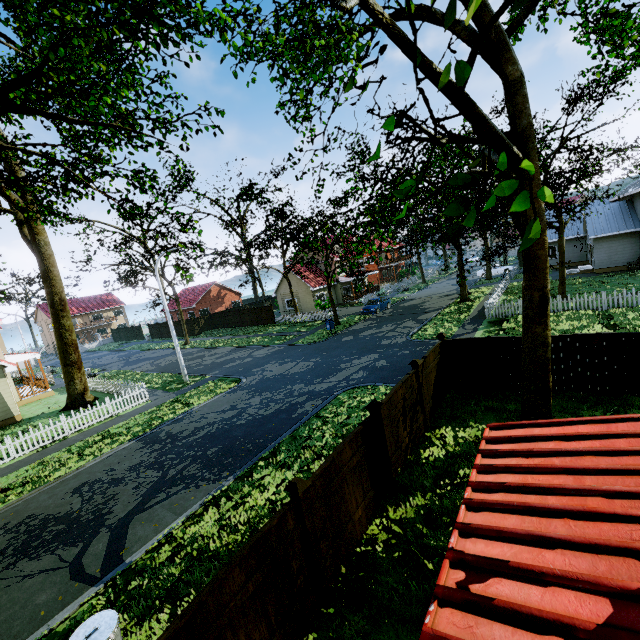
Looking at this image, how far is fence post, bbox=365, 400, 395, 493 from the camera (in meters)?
7.21

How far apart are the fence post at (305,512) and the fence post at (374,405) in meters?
2.5

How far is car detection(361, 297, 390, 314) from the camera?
31.9 meters

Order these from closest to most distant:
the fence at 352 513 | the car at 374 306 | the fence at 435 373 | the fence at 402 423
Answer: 1. the fence at 352 513
2. the fence at 402 423
3. the fence at 435 373
4. the car at 374 306

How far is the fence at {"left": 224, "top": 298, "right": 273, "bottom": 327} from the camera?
39.00m

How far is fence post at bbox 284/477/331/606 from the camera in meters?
5.0 m

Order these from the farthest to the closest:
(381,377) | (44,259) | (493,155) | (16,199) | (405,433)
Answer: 1. (44,259)
2. (16,199)
3. (381,377)
4. (493,155)
5. (405,433)

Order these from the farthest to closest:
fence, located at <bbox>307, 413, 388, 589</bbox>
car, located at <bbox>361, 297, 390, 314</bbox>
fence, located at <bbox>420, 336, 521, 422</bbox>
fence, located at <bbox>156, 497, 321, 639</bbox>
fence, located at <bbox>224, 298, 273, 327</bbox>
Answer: fence, located at <bbox>224, 298, 273, 327</bbox>, car, located at <bbox>361, 297, 390, 314</bbox>, fence, located at <bbox>420, 336, 521, 422</bbox>, fence, located at <bbox>307, 413, 388, 589</bbox>, fence, located at <bbox>156, 497, 321, 639</bbox>
